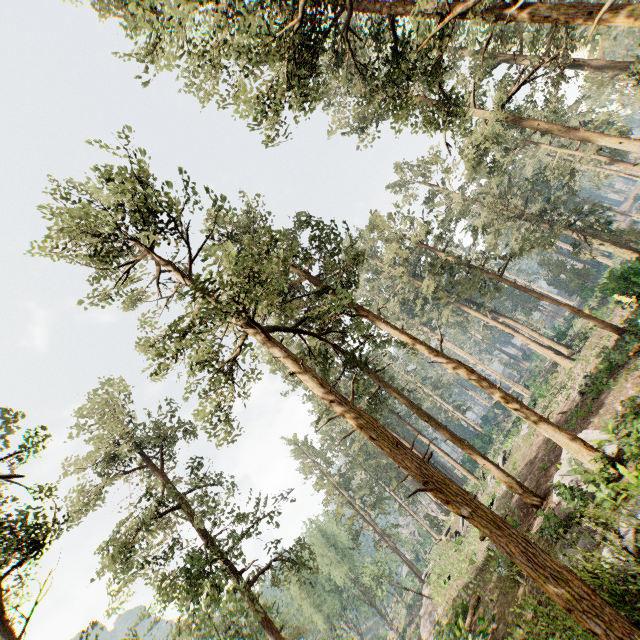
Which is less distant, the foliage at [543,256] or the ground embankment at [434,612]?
the ground embankment at [434,612]

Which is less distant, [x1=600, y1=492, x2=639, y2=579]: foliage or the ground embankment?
[x1=600, y1=492, x2=639, y2=579]: foliage

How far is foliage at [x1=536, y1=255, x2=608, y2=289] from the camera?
44.6 meters

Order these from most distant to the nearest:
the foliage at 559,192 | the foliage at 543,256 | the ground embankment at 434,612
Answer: the foliage at 543,256 < the ground embankment at 434,612 < the foliage at 559,192

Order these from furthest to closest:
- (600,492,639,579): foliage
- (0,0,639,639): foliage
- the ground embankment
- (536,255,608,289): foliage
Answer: (536,255,608,289): foliage
the ground embankment
(0,0,639,639): foliage
(600,492,639,579): foliage

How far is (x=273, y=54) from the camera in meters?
14.3

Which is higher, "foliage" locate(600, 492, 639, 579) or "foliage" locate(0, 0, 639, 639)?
"foliage" locate(0, 0, 639, 639)

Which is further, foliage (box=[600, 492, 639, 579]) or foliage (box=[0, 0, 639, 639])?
foliage (box=[0, 0, 639, 639])
